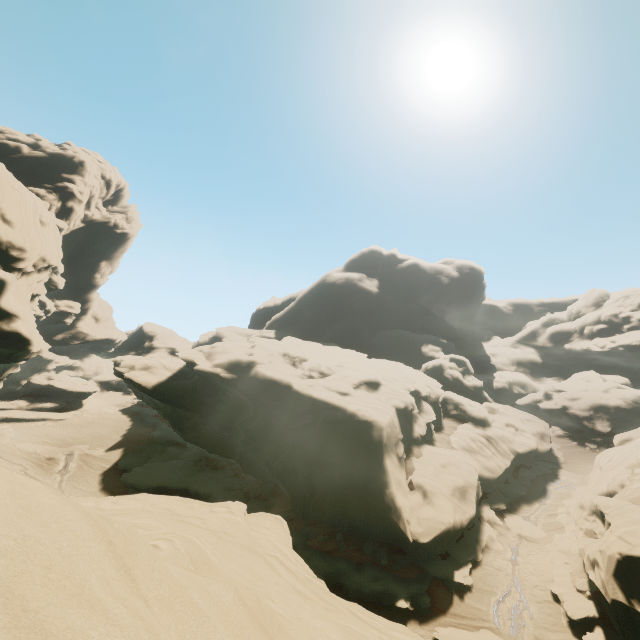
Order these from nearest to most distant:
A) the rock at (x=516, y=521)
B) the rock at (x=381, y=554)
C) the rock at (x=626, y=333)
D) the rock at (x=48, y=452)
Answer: the rock at (x=381, y=554)
the rock at (x=516, y=521)
the rock at (x=48, y=452)
the rock at (x=626, y=333)

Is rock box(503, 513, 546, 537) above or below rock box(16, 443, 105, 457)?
above

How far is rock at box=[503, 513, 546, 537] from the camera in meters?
24.7 m

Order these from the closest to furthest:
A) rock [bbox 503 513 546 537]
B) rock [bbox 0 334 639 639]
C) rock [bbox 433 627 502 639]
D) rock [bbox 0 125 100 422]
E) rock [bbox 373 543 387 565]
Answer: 1. rock [bbox 0 334 639 639]
2. rock [bbox 433 627 502 639]
3. rock [bbox 373 543 387 565]
4. rock [bbox 503 513 546 537]
5. rock [bbox 0 125 100 422]

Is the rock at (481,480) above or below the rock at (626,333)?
below

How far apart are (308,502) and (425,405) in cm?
1595
